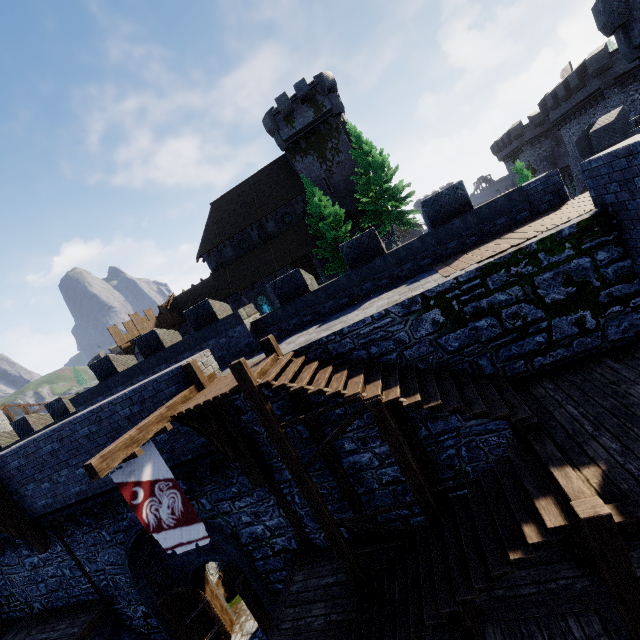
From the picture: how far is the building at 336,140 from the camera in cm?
3167

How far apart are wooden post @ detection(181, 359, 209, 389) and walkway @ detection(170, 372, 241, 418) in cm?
2

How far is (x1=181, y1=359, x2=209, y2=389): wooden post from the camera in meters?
8.5

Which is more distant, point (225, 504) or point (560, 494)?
point (225, 504)

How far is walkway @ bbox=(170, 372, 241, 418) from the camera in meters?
7.0

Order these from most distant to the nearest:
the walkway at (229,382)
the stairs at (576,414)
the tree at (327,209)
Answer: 1. the tree at (327,209)
2. the walkway at (229,382)
3. the stairs at (576,414)

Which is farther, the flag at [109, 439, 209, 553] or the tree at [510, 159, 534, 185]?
the tree at [510, 159, 534, 185]

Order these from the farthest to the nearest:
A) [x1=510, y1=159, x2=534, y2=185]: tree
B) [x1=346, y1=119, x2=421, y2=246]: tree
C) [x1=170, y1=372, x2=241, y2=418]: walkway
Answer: [x1=346, y1=119, x2=421, y2=246]: tree
[x1=510, y1=159, x2=534, y2=185]: tree
[x1=170, y1=372, x2=241, y2=418]: walkway
